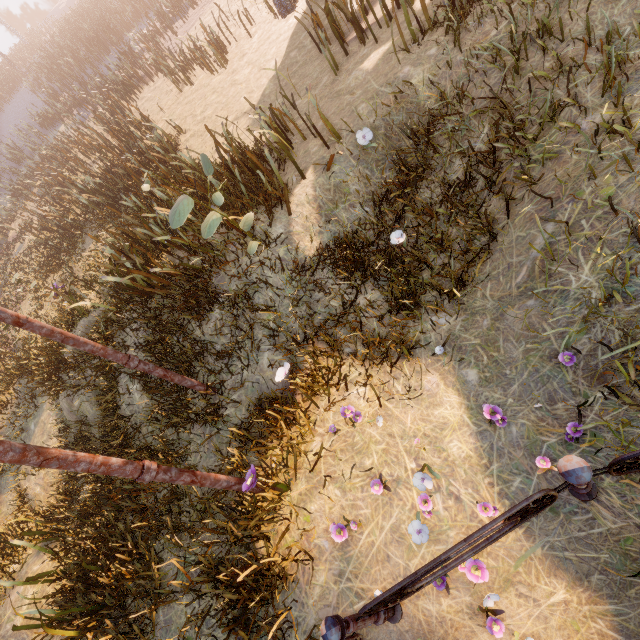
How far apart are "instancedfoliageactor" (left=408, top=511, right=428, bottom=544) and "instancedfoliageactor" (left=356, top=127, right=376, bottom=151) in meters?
5.2

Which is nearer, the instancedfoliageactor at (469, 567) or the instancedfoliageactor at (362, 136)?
the instancedfoliageactor at (469, 567)

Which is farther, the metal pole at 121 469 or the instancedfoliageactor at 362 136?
the instancedfoliageactor at 362 136

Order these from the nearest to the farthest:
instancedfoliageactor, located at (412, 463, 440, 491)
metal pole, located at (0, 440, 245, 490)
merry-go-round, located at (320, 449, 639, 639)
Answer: merry-go-round, located at (320, 449, 639, 639) < metal pole, located at (0, 440, 245, 490) < instancedfoliageactor, located at (412, 463, 440, 491)

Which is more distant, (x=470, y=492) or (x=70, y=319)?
(x=70, y=319)

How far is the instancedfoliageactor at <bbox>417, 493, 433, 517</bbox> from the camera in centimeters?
294cm

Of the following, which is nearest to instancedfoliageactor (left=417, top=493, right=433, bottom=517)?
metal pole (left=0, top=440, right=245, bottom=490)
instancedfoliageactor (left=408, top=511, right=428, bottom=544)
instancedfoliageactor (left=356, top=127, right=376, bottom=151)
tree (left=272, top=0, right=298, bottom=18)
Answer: instancedfoliageactor (left=408, top=511, right=428, bottom=544)
